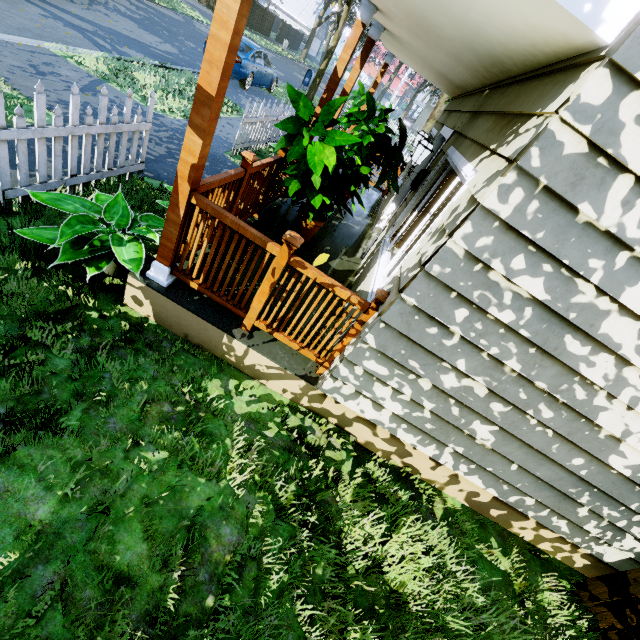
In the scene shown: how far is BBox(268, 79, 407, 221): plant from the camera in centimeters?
348cm

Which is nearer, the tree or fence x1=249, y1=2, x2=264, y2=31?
the tree

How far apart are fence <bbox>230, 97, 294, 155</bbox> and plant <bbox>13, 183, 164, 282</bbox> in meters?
4.3

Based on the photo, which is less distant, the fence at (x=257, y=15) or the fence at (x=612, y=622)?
the fence at (x=612, y=622)

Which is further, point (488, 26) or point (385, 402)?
point (385, 402)

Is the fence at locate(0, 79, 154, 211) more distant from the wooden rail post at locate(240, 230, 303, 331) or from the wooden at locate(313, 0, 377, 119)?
the wooden rail post at locate(240, 230, 303, 331)

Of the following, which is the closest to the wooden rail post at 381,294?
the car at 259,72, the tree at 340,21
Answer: the tree at 340,21

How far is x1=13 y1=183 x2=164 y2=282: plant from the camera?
2.7m
